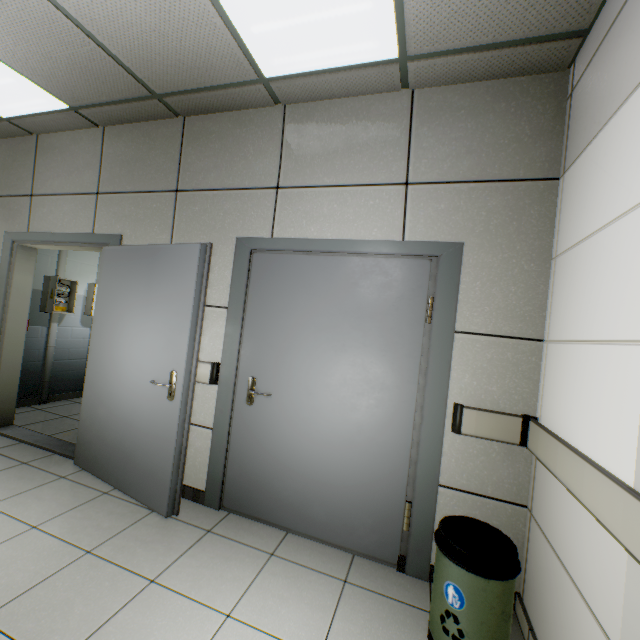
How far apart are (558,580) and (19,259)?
5.2m

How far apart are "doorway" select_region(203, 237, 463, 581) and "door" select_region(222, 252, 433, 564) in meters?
0.0 m

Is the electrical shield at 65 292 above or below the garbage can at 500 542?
above

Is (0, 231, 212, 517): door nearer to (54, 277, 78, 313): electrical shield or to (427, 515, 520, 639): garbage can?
(54, 277, 78, 313): electrical shield

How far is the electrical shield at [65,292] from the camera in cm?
459

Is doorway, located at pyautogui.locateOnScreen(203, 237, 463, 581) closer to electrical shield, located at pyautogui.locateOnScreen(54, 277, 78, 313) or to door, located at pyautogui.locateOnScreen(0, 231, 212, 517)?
door, located at pyautogui.locateOnScreen(0, 231, 212, 517)

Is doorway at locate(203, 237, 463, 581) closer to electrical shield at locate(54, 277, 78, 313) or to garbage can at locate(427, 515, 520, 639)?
garbage can at locate(427, 515, 520, 639)

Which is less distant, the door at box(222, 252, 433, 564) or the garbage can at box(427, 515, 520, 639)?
the garbage can at box(427, 515, 520, 639)
